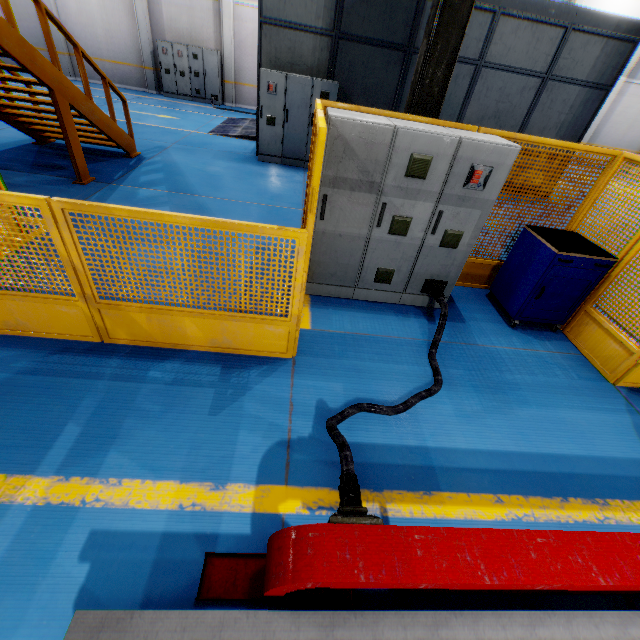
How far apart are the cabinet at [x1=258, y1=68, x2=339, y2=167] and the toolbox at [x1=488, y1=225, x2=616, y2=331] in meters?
6.6 m

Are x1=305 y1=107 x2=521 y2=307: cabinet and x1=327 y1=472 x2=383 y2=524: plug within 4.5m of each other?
yes

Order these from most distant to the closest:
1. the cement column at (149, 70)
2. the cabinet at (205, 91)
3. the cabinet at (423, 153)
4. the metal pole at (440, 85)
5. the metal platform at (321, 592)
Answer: the cabinet at (205, 91), the cement column at (149, 70), the metal pole at (440, 85), the cabinet at (423, 153), the metal platform at (321, 592)

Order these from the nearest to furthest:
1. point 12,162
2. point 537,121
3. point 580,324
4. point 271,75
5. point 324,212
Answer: point 324,212 < point 580,324 < point 12,162 < point 271,75 < point 537,121

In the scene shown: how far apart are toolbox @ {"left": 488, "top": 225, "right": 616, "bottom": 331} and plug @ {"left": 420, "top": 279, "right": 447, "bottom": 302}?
0.99m

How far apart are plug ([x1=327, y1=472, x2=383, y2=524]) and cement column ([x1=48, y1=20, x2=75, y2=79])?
23.1 meters

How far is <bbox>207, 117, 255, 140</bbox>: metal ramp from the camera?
11.4 meters

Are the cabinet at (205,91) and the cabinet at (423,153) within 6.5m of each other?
no
